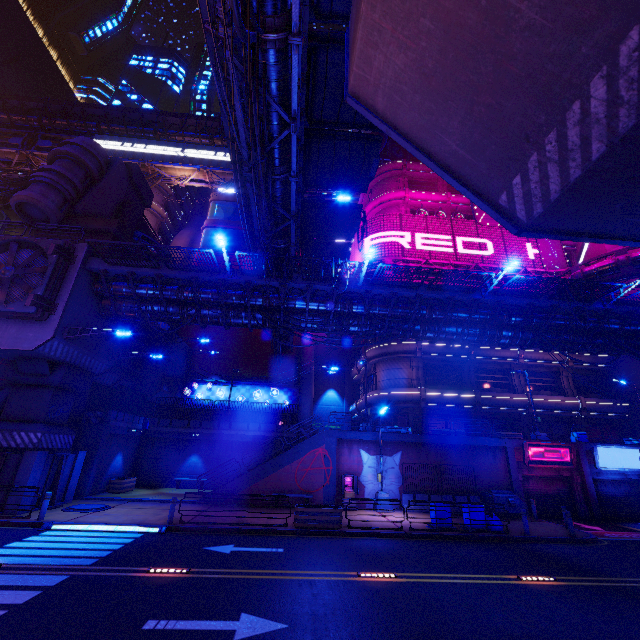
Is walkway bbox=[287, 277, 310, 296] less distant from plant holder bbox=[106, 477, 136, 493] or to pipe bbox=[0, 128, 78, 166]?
plant holder bbox=[106, 477, 136, 493]

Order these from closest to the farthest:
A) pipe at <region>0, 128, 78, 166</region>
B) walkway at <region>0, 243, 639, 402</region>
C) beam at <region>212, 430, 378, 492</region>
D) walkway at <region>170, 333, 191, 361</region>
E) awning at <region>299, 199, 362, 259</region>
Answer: walkway at <region>0, 243, 639, 402</region> < beam at <region>212, 430, 378, 492</region> < awning at <region>299, 199, 362, 259</region> < walkway at <region>170, 333, 191, 361</region> < pipe at <region>0, 128, 78, 166</region>

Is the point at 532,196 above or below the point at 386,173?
below

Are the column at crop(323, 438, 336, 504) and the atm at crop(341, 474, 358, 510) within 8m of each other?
yes

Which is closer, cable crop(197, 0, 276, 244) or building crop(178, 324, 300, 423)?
cable crop(197, 0, 276, 244)

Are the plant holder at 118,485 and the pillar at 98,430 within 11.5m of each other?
yes

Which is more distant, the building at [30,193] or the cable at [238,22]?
the building at [30,193]

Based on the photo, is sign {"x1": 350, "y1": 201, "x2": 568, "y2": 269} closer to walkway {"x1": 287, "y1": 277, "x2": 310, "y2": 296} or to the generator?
walkway {"x1": 287, "y1": 277, "x2": 310, "y2": 296}
